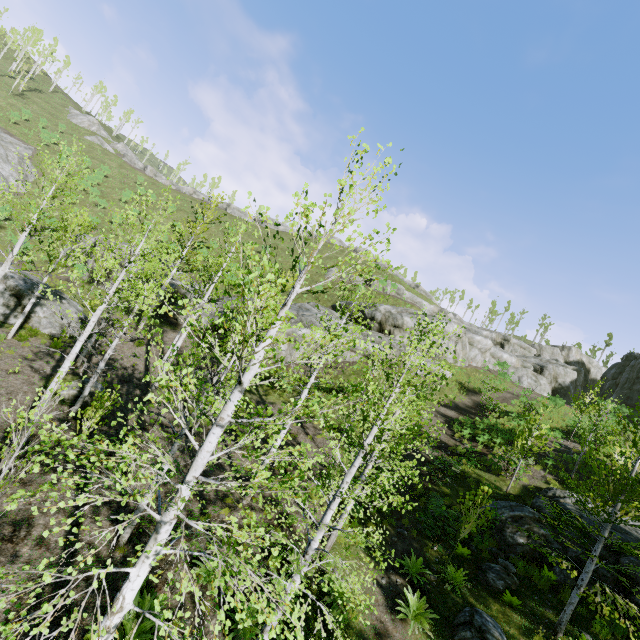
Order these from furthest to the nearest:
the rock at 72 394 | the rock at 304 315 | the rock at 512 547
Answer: the rock at 304 315 → the rock at 72 394 → the rock at 512 547

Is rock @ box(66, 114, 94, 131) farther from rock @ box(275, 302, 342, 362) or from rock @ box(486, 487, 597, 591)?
rock @ box(486, 487, 597, 591)

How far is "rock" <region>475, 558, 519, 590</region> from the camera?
10.2 meters

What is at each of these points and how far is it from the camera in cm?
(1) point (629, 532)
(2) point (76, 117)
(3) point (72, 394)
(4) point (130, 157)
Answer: (1) rock, 1126
(2) rock, 5925
(3) rock, 1327
(4) rock, 5638

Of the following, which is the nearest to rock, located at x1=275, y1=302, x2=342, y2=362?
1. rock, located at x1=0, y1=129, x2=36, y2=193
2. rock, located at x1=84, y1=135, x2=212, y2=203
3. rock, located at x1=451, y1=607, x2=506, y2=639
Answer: rock, located at x1=0, y1=129, x2=36, y2=193

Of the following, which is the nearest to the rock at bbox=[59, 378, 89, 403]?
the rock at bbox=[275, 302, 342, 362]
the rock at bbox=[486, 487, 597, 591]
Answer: the rock at bbox=[275, 302, 342, 362]

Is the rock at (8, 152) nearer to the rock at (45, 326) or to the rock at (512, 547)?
the rock at (45, 326)

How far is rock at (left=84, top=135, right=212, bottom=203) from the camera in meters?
56.0 m
